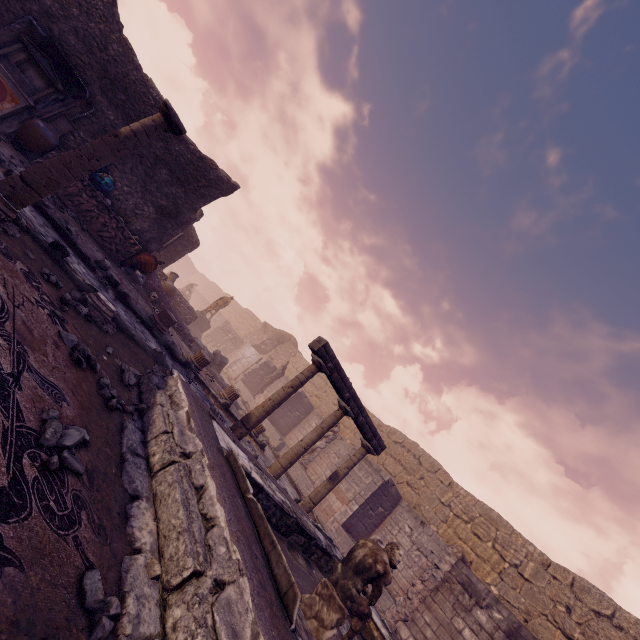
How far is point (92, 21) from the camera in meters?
7.8 m

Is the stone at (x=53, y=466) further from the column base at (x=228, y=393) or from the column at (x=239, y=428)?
the column base at (x=228, y=393)

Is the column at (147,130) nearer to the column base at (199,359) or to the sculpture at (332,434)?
the column base at (199,359)

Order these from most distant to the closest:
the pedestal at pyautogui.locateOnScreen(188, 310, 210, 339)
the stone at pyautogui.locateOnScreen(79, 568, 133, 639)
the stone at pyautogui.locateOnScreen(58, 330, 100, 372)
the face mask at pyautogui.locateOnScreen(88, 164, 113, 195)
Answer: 1. the pedestal at pyautogui.locateOnScreen(188, 310, 210, 339)
2. the face mask at pyautogui.locateOnScreen(88, 164, 113, 195)
3. the stone at pyautogui.locateOnScreen(58, 330, 100, 372)
4. the stone at pyautogui.locateOnScreen(79, 568, 133, 639)

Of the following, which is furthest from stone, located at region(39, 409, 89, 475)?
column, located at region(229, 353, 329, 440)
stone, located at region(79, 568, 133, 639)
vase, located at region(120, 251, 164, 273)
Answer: vase, located at region(120, 251, 164, 273)

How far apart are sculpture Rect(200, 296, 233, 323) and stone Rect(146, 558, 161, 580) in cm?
1857

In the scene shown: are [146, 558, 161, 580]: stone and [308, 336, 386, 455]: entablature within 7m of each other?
yes

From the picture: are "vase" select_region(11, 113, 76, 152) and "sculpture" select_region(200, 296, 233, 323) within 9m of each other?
no
